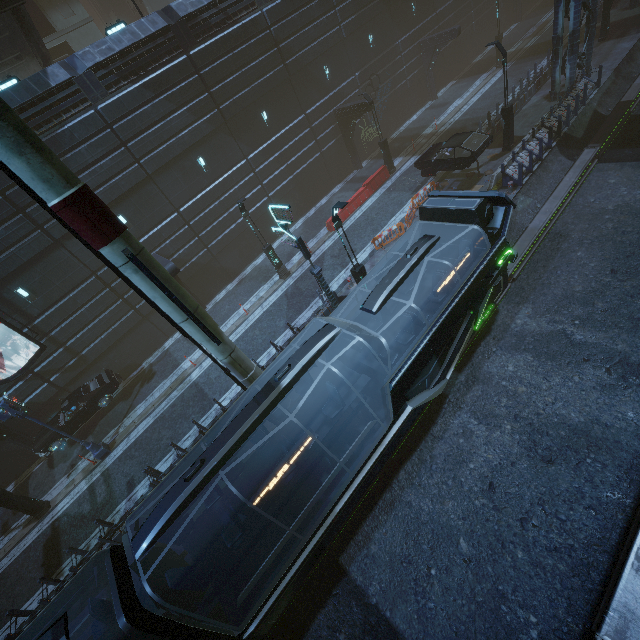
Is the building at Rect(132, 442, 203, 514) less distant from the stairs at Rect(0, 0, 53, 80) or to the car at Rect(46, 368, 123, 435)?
the car at Rect(46, 368, 123, 435)

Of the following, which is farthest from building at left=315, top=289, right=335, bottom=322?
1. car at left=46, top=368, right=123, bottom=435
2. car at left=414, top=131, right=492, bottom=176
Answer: car at left=414, top=131, right=492, bottom=176

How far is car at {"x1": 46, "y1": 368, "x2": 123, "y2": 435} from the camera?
17.5m

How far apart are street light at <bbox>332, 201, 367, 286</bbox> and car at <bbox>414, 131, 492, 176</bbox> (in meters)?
9.52

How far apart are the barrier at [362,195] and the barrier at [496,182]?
8.2 meters

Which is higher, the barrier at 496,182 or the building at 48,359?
the building at 48,359

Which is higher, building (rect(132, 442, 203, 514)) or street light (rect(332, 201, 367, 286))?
street light (rect(332, 201, 367, 286))

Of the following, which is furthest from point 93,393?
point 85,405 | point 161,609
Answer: point 161,609
